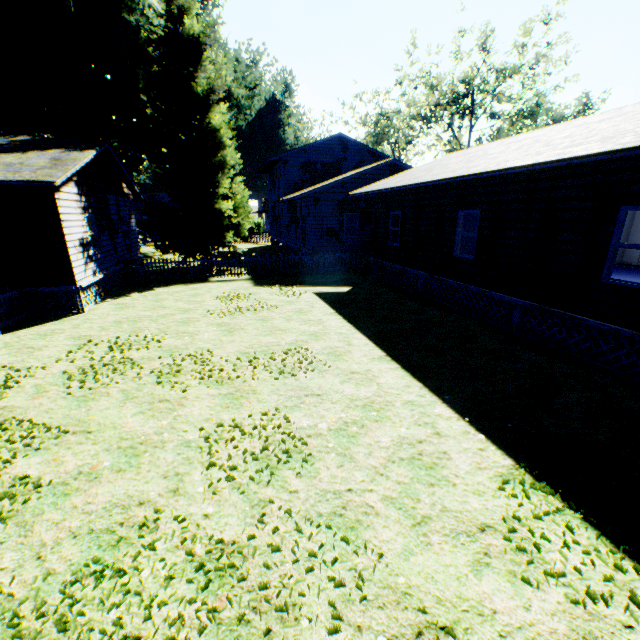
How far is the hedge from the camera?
50.2m

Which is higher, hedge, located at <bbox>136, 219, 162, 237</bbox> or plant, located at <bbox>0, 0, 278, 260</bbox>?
plant, located at <bbox>0, 0, 278, 260</bbox>

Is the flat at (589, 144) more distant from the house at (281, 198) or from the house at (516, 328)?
the house at (516, 328)

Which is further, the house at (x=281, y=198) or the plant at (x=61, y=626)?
the house at (x=281, y=198)

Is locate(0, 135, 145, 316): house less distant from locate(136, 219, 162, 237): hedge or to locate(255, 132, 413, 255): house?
locate(255, 132, 413, 255): house

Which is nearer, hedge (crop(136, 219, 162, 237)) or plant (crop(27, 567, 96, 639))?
plant (crop(27, 567, 96, 639))

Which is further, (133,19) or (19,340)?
(133,19)

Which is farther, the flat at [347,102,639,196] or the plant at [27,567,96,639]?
the flat at [347,102,639,196]
